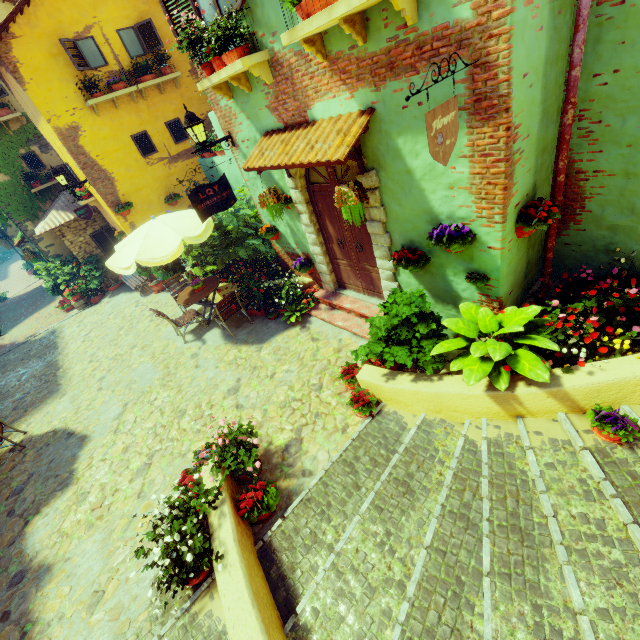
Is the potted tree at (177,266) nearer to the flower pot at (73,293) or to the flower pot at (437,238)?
the flower pot at (437,238)

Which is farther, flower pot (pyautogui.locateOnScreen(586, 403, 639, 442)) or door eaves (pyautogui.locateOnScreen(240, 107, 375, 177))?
door eaves (pyautogui.locateOnScreen(240, 107, 375, 177))

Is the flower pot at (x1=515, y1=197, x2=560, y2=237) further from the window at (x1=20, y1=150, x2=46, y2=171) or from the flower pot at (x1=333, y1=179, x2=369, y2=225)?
the window at (x1=20, y1=150, x2=46, y2=171)

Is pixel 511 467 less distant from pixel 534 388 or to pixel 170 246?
pixel 534 388

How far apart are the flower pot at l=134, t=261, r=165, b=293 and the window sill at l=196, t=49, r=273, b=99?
7.3 meters

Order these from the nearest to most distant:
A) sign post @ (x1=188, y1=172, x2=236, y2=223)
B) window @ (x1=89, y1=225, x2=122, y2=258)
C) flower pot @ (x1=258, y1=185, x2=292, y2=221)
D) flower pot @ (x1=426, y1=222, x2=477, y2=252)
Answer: flower pot @ (x1=426, y1=222, x2=477, y2=252) → flower pot @ (x1=258, y1=185, x2=292, y2=221) → sign post @ (x1=188, y1=172, x2=236, y2=223) → window @ (x1=89, y1=225, x2=122, y2=258)

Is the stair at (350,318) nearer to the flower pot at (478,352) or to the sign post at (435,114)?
the flower pot at (478,352)

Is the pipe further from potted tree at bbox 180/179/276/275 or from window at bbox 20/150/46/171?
potted tree at bbox 180/179/276/275
